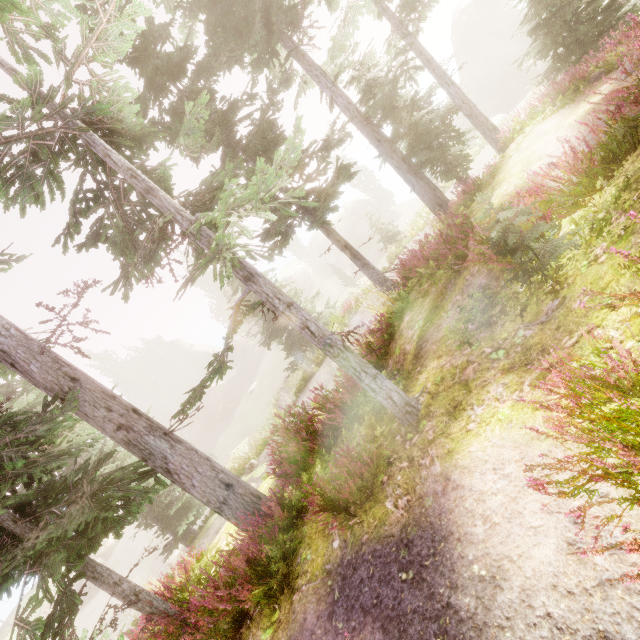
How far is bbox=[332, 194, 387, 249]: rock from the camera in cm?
5144

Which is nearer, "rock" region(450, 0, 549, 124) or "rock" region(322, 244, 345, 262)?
"rock" region(450, 0, 549, 124)

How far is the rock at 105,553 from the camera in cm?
3881

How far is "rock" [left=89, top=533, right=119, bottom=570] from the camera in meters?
38.8 m

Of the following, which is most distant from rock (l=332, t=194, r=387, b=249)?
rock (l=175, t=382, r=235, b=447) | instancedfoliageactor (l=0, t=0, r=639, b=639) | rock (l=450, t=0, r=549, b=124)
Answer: rock (l=450, t=0, r=549, b=124)

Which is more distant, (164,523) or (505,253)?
(164,523)

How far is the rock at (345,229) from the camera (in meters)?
51.44

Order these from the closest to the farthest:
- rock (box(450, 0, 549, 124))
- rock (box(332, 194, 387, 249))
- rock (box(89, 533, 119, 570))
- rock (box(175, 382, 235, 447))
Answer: rock (box(450, 0, 549, 124)), rock (box(89, 533, 119, 570)), rock (box(175, 382, 235, 447)), rock (box(332, 194, 387, 249))
